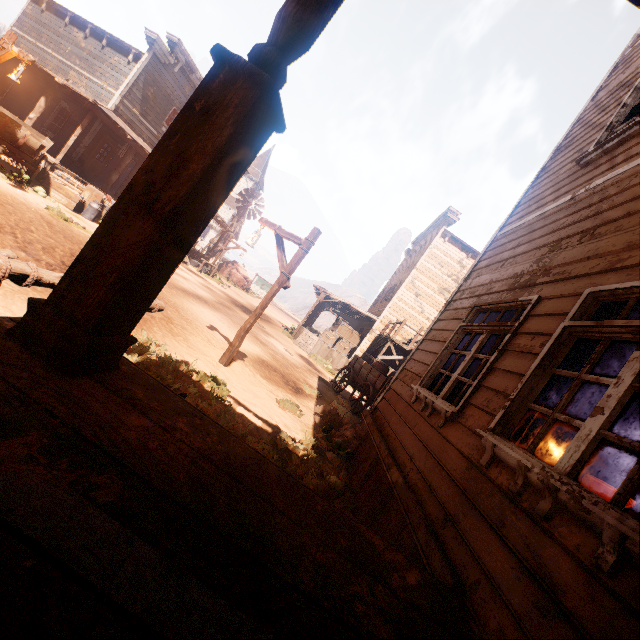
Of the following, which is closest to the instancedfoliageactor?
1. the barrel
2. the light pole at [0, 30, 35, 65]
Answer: the barrel

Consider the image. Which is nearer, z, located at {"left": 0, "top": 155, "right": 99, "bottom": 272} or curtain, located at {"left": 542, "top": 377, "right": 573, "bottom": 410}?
curtain, located at {"left": 542, "top": 377, "right": 573, "bottom": 410}

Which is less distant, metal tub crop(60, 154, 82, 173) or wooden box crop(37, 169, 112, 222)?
wooden box crop(37, 169, 112, 222)

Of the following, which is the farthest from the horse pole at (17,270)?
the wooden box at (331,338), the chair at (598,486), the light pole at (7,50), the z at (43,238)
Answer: the wooden box at (331,338)

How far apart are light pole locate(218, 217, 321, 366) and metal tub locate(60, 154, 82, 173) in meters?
12.2 m

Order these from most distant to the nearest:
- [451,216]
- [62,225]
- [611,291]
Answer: [451,216] < [62,225] < [611,291]

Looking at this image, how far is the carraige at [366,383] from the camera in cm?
1054

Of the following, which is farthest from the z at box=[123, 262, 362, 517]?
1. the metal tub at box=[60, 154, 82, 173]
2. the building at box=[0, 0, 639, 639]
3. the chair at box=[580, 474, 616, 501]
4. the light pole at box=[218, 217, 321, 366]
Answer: the chair at box=[580, 474, 616, 501]
